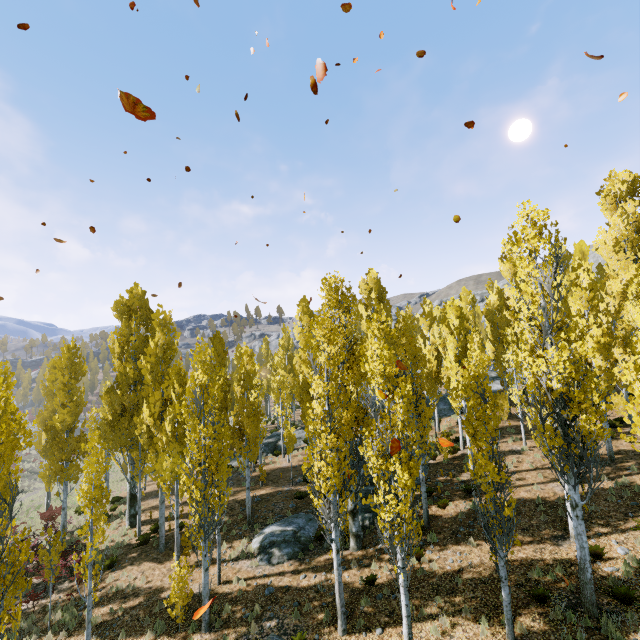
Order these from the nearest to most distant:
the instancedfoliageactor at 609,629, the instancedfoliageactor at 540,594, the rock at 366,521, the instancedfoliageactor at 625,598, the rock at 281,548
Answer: the instancedfoliageactor at 609,629
the instancedfoliageactor at 625,598
the instancedfoliageactor at 540,594
the rock at 281,548
the rock at 366,521

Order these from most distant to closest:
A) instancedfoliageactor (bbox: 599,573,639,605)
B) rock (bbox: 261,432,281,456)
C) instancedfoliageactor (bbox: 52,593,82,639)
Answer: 1. rock (bbox: 261,432,281,456)
2. instancedfoliageactor (bbox: 52,593,82,639)
3. instancedfoliageactor (bbox: 599,573,639,605)

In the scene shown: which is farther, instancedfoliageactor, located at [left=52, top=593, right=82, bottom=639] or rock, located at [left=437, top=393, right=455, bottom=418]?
rock, located at [left=437, top=393, right=455, bottom=418]

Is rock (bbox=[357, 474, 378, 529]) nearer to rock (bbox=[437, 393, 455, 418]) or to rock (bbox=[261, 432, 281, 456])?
rock (bbox=[437, 393, 455, 418])

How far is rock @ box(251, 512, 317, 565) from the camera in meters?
14.6

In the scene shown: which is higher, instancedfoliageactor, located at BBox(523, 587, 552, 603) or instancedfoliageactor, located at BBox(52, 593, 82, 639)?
instancedfoliageactor, located at BBox(523, 587, 552, 603)

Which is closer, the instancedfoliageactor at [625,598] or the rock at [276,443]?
the instancedfoliageactor at [625,598]

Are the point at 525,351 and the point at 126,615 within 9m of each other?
no
